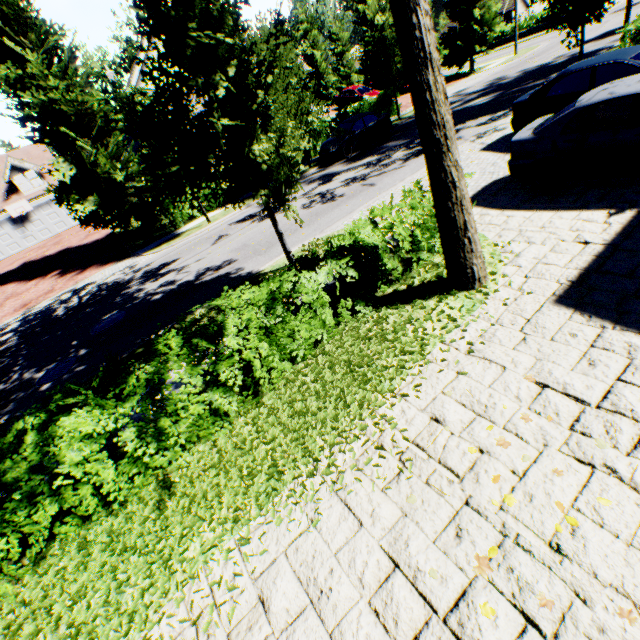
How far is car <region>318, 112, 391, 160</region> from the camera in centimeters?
1809cm

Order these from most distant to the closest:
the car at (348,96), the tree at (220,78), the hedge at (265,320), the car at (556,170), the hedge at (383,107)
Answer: the car at (348,96) → the hedge at (383,107) → the car at (556,170) → the tree at (220,78) → the hedge at (265,320)

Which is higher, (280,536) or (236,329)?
(236,329)

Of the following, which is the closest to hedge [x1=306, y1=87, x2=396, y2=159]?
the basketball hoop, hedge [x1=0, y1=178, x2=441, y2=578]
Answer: hedge [x1=0, y1=178, x2=441, y2=578]

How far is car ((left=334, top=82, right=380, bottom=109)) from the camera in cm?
2892

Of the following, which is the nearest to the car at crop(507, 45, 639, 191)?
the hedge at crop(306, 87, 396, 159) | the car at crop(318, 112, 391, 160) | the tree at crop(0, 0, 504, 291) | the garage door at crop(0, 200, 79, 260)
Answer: the tree at crop(0, 0, 504, 291)

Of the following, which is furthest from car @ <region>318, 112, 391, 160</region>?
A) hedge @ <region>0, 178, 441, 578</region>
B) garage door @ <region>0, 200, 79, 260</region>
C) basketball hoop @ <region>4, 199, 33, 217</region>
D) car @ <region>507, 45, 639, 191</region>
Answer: basketball hoop @ <region>4, 199, 33, 217</region>

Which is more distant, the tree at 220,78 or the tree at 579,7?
the tree at 579,7
